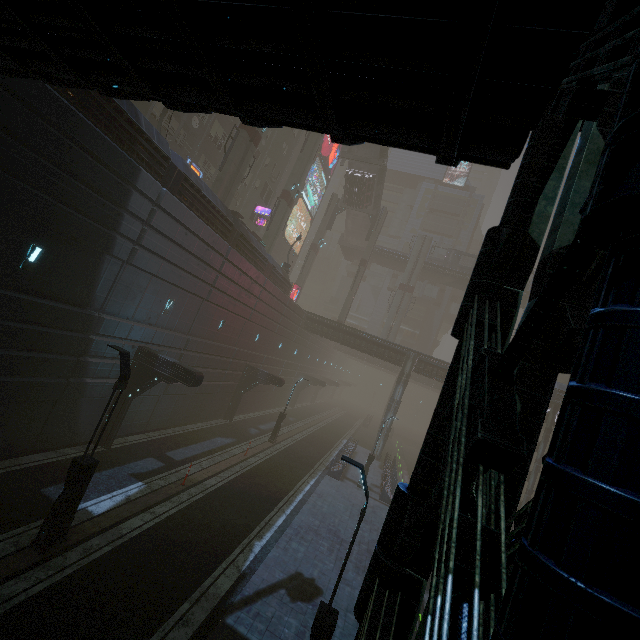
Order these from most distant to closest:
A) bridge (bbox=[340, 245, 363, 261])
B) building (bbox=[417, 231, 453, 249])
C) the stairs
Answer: building (bbox=[417, 231, 453, 249]) → bridge (bbox=[340, 245, 363, 261]) → the stairs

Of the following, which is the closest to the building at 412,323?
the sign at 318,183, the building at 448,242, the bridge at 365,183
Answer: the sign at 318,183

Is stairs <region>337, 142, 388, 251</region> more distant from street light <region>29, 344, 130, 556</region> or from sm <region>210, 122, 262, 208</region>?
street light <region>29, 344, 130, 556</region>

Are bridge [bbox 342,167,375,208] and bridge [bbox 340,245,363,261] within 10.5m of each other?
yes

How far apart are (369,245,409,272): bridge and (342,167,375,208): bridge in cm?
778

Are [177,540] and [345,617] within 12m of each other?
yes

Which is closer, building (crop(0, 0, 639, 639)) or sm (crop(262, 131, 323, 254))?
building (crop(0, 0, 639, 639))

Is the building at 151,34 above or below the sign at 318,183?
below
